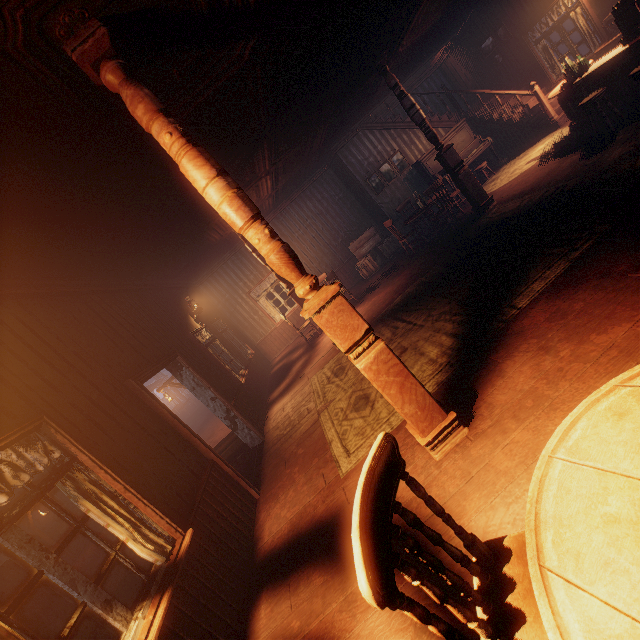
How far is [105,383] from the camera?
3.70m

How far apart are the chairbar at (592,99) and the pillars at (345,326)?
6.2 meters

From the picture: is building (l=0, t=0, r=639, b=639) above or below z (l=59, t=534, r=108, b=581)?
above

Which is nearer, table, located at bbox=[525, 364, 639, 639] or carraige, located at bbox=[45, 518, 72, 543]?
table, located at bbox=[525, 364, 639, 639]

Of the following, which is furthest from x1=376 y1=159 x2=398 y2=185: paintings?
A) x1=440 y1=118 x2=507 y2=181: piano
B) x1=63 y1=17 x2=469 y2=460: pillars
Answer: x1=63 y1=17 x2=469 y2=460: pillars

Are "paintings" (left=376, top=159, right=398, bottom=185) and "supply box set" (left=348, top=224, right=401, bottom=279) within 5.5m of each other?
yes

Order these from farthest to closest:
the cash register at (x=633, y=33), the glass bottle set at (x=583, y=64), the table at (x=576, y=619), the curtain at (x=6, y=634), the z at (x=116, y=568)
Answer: the z at (x=116, y=568)
the glass bottle set at (x=583, y=64)
the cash register at (x=633, y=33)
the curtain at (x=6, y=634)
the table at (x=576, y=619)

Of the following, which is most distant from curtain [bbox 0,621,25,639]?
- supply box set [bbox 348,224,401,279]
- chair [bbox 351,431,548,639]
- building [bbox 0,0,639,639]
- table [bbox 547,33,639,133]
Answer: supply box set [bbox 348,224,401,279]
